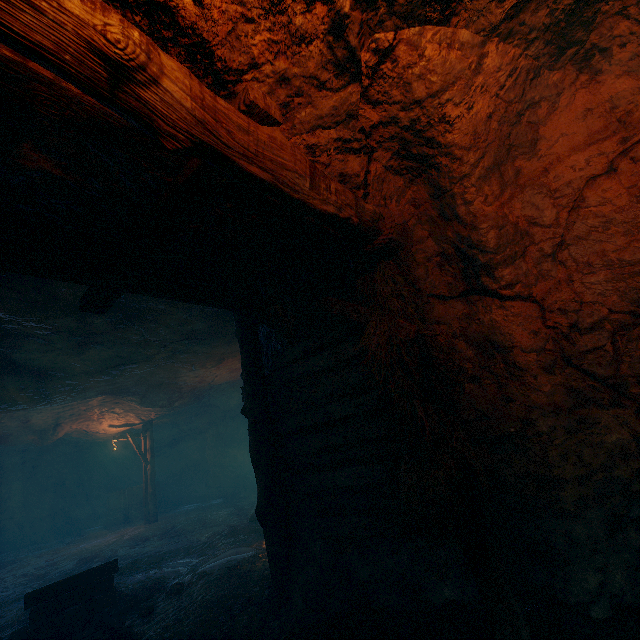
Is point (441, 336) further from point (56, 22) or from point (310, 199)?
point (56, 22)

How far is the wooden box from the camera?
17.3m

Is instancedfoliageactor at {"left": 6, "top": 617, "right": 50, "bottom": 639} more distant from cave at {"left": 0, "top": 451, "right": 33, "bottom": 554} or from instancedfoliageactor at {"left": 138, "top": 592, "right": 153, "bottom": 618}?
cave at {"left": 0, "top": 451, "right": 33, "bottom": 554}

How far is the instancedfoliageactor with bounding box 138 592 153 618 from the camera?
4.94m

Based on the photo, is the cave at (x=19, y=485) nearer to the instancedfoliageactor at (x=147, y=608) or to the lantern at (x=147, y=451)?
the lantern at (x=147, y=451)

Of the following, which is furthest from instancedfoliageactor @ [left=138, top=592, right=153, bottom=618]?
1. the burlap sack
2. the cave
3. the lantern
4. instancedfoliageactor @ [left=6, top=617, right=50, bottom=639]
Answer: the cave

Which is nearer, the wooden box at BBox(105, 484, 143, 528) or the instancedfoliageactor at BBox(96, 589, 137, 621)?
the instancedfoliageactor at BBox(96, 589, 137, 621)

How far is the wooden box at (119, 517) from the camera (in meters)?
17.31
